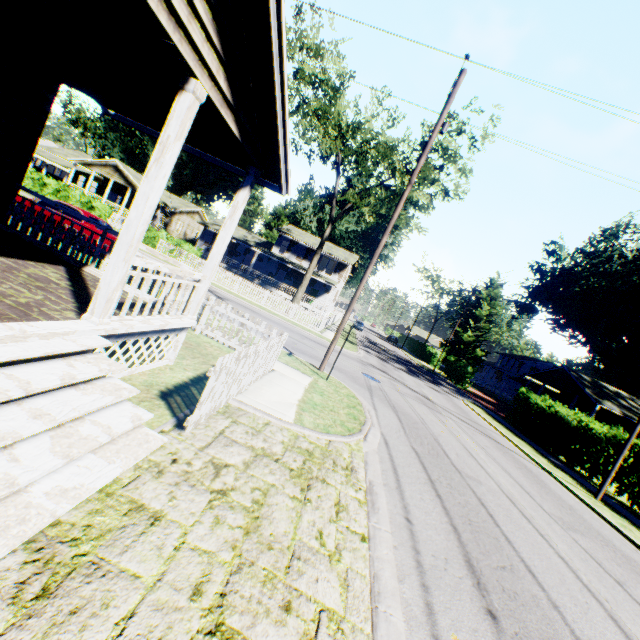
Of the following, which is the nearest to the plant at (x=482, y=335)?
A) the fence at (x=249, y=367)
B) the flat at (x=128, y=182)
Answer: the flat at (x=128, y=182)

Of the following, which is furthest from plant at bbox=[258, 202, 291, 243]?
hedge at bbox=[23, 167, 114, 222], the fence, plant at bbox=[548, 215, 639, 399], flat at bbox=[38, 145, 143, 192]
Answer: the fence

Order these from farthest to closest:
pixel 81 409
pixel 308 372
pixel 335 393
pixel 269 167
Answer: pixel 308 372
pixel 335 393
pixel 269 167
pixel 81 409

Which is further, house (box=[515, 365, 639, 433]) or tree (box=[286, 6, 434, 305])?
house (box=[515, 365, 639, 433])

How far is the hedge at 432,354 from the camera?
50.4m

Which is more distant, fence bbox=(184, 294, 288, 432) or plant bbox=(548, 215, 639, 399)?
plant bbox=(548, 215, 639, 399)

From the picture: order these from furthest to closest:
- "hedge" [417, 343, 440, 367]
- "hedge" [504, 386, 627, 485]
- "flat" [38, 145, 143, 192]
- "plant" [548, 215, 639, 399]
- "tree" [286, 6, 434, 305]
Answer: "hedge" [417, 343, 440, 367]
"plant" [548, 215, 639, 399]
"flat" [38, 145, 143, 192]
"tree" [286, 6, 434, 305]
"hedge" [504, 386, 627, 485]

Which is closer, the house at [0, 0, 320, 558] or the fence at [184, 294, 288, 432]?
the house at [0, 0, 320, 558]
